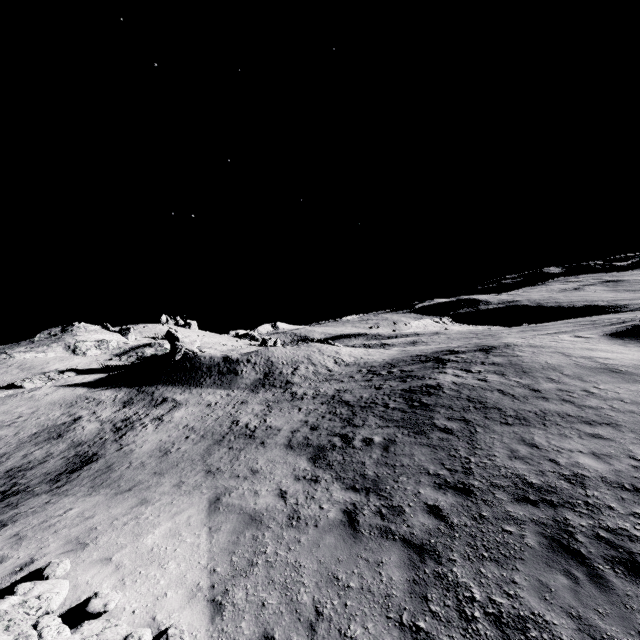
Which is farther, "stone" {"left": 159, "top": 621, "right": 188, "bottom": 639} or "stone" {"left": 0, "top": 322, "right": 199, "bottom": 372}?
"stone" {"left": 0, "top": 322, "right": 199, "bottom": 372}

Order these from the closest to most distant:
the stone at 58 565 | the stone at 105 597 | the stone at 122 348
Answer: the stone at 58 565 → the stone at 105 597 → the stone at 122 348

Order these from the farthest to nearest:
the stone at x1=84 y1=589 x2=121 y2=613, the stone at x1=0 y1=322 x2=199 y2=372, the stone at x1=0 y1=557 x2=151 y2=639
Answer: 1. the stone at x1=0 y1=322 x2=199 y2=372
2. the stone at x1=84 y1=589 x2=121 y2=613
3. the stone at x1=0 y1=557 x2=151 y2=639

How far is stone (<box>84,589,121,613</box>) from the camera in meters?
5.4 m

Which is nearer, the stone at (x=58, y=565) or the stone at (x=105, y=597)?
the stone at (x=58, y=565)

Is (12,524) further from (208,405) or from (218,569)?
(208,405)
